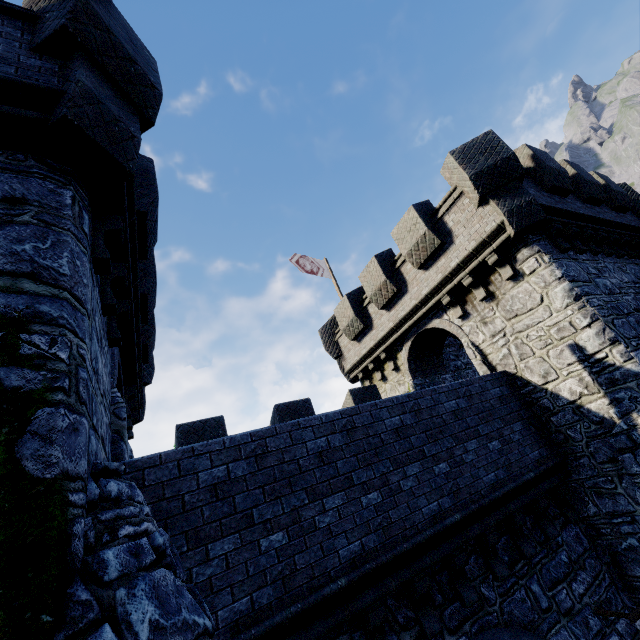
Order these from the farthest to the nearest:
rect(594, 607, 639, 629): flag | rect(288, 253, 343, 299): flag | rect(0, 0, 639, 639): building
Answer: rect(288, 253, 343, 299): flag
rect(594, 607, 639, 629): flag
rect(0, 0, 639, 639): building

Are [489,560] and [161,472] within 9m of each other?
yes

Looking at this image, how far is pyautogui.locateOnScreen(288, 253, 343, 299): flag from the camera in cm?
1710

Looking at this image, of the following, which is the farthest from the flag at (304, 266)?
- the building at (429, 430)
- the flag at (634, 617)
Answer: the flag at (634, 617)

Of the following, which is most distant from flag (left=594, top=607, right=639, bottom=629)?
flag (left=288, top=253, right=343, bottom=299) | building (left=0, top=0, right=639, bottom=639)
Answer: flag (left=288, top=253, right=343, bottom=299)

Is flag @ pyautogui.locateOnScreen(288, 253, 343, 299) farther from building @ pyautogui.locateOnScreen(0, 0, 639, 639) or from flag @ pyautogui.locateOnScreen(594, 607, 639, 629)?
flag @ pyautogui.locateOnScreen(594, 607, 639, 629)
